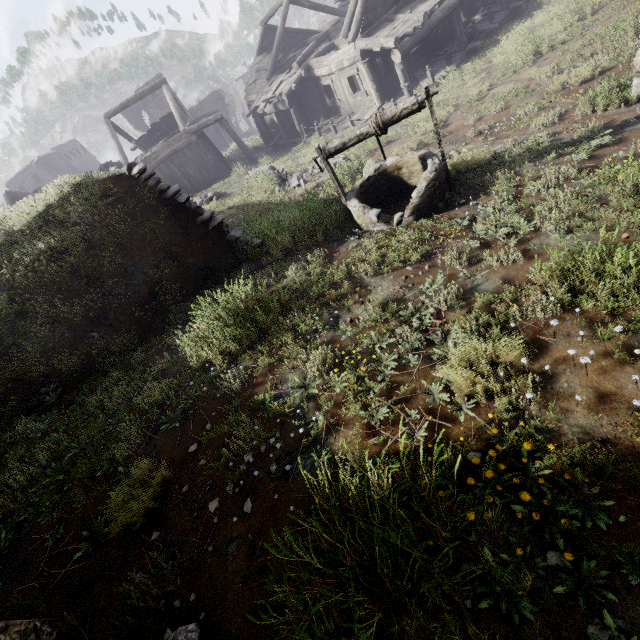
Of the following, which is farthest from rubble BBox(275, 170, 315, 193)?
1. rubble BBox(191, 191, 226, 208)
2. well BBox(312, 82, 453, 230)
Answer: well BBox(312, 82, 453, 230)

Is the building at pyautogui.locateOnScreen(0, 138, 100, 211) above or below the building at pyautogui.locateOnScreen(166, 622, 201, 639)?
above

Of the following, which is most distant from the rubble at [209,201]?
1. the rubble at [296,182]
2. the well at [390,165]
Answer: the well at [390,165]

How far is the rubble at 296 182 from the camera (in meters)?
12.20

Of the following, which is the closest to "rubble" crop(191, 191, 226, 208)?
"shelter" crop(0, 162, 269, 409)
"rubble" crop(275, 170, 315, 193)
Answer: "shelter" crop(0, 162, 269, 409)

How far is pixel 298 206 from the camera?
7.7 meters

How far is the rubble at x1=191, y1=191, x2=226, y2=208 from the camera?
14.4m

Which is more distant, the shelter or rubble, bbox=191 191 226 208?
rubble, bbox=191 191 226 208
